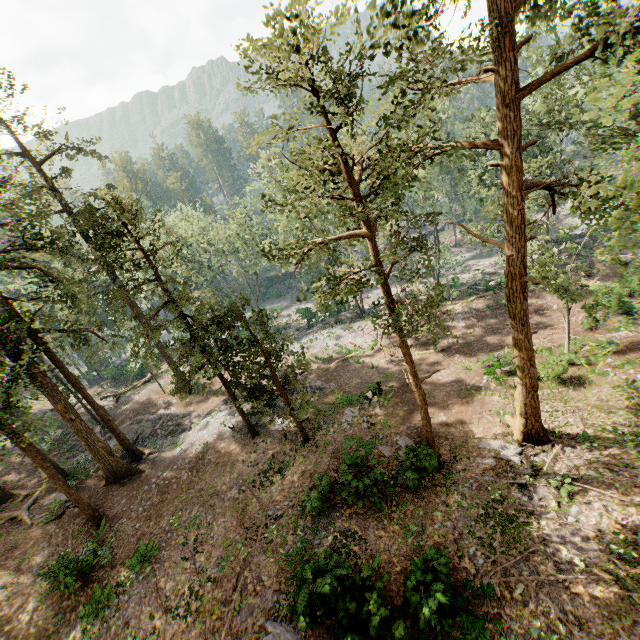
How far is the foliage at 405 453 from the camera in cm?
1483

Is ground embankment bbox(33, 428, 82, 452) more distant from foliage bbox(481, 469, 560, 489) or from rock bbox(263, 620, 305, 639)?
rock bbox(263, 620, 305, 639)

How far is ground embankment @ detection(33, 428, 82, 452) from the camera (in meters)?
28.40

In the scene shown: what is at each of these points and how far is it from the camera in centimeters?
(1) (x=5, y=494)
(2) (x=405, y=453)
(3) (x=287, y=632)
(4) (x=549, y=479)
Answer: (1) foliage, 2345cm
(2) foliage, 1591cm
(3) rock, 1105cm
(4) foliage, 1342cm

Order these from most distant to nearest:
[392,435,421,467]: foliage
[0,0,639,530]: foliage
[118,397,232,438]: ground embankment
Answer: [118,397,232,438]: ground embankment
[392,435,421,467]: foliage
[0,0,639,530]: foliage

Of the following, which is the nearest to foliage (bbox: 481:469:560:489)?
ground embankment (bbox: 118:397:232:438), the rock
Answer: ground embankment (bbox: 118:397:232:438)

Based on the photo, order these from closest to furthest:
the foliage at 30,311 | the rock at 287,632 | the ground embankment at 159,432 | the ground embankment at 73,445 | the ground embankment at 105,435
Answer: the foliage at 30,311, the rock at 287,632, the ground embankment at 159,432, the ground embankment at 105,435, the ground embankment at 73,445
